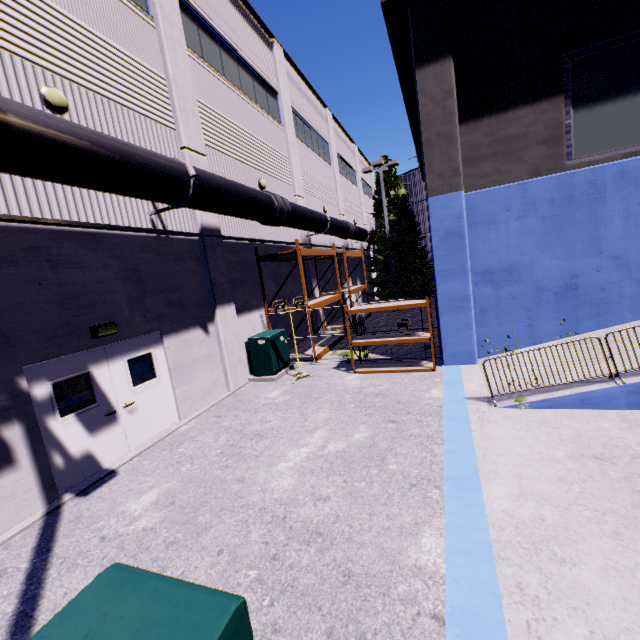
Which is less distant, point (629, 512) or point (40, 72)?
point (629, 512)

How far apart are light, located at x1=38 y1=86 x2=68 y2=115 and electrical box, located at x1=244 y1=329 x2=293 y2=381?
7.2m

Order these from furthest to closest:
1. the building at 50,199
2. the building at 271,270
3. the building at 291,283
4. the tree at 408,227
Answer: the tree at 408,227 → the building at 291,283 → the building at 271,270 → the building at 50,199

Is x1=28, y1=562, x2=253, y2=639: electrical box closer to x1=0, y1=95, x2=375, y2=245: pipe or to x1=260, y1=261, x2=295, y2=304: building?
x1=260, y1=261, x2=295, y2=304: building

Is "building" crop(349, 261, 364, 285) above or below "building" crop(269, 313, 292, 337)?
above

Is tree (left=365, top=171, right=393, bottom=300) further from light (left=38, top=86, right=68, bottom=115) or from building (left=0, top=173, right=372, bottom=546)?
light (left=38, top=86, right=68, bottom=115)

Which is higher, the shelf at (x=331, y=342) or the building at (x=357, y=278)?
the building at (x=357, y=278)

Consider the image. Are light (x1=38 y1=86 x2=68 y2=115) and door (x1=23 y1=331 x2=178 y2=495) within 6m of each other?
yes
